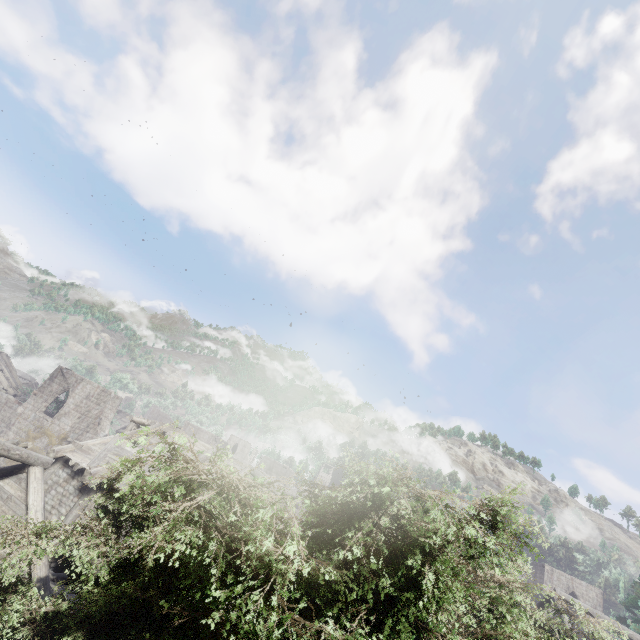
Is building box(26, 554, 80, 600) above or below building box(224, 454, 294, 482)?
below

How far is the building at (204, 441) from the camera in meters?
19.6

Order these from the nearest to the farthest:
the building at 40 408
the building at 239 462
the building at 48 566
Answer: the building at 48 566
the building at 40 408
the building at 239 462

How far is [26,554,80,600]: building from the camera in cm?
972

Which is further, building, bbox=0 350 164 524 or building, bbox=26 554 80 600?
building, bbox=0 350 164 524

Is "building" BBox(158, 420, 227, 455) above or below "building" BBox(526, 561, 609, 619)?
below

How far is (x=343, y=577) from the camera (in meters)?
3.76
